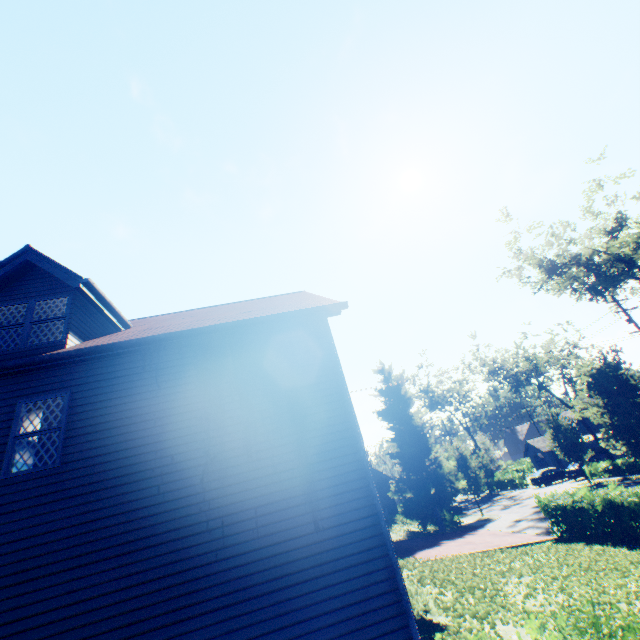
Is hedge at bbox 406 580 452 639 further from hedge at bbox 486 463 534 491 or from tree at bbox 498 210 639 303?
hedge at bbox 486 463 534 491

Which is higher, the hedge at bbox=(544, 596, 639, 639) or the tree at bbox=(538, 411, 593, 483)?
the tree at bbox=(538, 411, 593, 483)

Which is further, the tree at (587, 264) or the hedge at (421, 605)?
the tree at (587, 264)

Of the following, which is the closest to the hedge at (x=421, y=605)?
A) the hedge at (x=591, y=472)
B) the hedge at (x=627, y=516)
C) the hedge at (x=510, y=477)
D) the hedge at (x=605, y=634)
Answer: the hedge at (x=605, y=634)

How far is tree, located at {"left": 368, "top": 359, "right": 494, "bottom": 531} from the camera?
25.34m

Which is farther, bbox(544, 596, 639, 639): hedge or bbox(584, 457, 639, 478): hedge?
bbox(584, 457, 639, 478): hedge

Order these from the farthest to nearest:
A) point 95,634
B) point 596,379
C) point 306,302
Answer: point 596,379, point 306,302, point 95,634

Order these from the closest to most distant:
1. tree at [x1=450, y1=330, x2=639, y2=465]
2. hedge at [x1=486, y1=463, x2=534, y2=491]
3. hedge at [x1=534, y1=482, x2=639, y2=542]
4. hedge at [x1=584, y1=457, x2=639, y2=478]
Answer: hedge at [x1=534, y1=482, x2=639, y2=542] → tree at [x1=450, y1=330, x2=639, y2=465] → hedge at [x1=584, y1=457, x2=639, y2=478] → hedge at [x1=486, y1=463, x2=534, y2=491]
